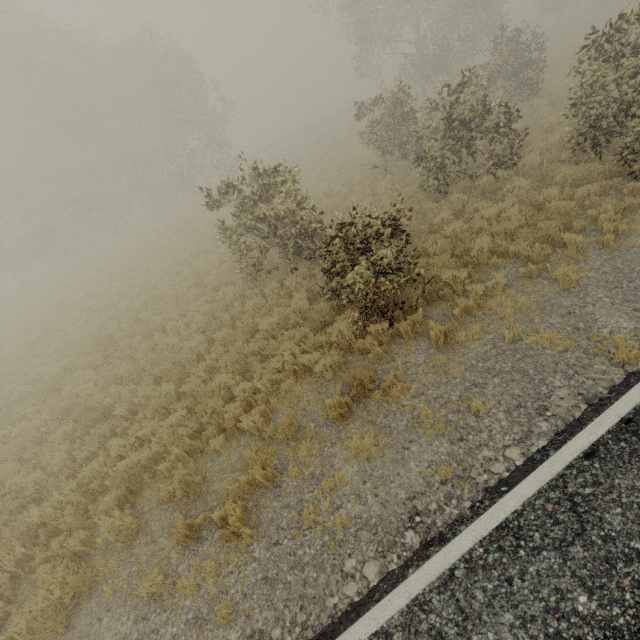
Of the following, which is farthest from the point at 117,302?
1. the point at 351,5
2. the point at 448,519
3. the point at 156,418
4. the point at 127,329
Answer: the point at 351,5
